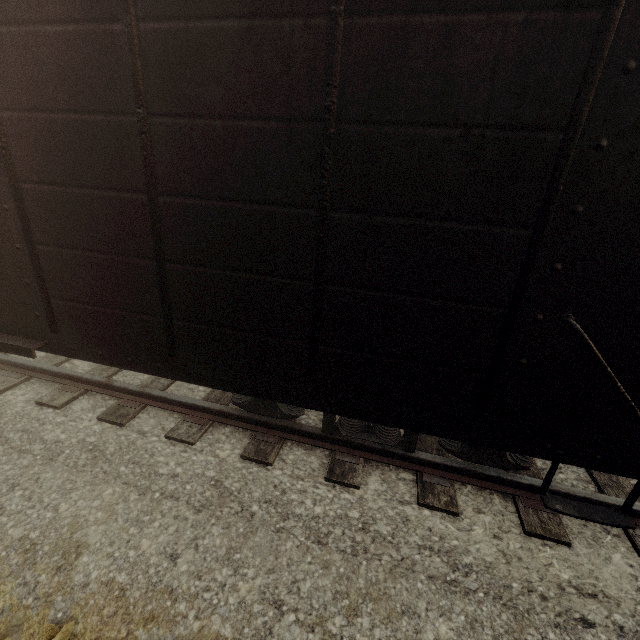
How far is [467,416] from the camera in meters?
2.5 m
